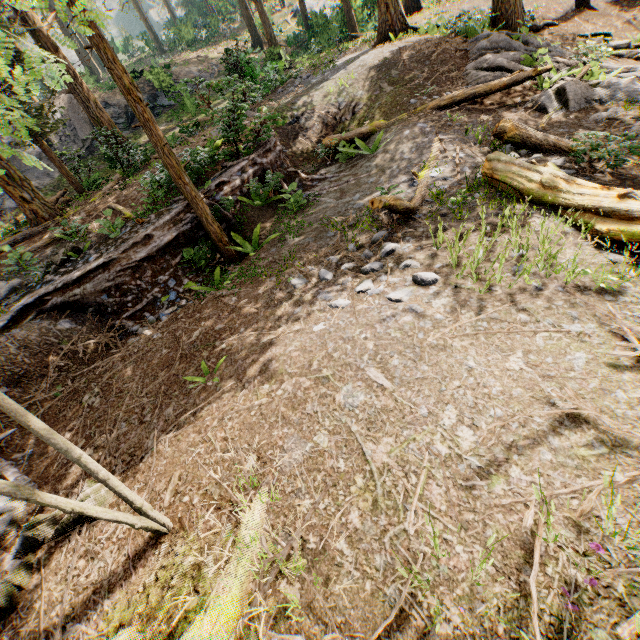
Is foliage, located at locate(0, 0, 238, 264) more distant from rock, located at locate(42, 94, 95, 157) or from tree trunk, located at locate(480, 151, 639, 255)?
tree trunk, located at locate(480, 151, 639, 255)

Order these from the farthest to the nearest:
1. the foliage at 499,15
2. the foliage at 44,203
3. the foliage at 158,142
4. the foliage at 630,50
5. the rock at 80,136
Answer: the rock at 80,136 < the foliage at 630,50 < the foliage at 499,15 < the foliage at 44,203 < the foliage at 158,142

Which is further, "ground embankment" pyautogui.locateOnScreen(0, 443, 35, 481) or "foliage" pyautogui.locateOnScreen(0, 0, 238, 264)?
"ground embankment" pyautogui.locateOnScreen(0, 443, 35, 481)

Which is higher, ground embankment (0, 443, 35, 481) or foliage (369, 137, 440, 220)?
foliage (369, 137, 440, 220)

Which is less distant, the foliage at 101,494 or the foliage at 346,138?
the foliage at 101,494

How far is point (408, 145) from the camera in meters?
9.6
